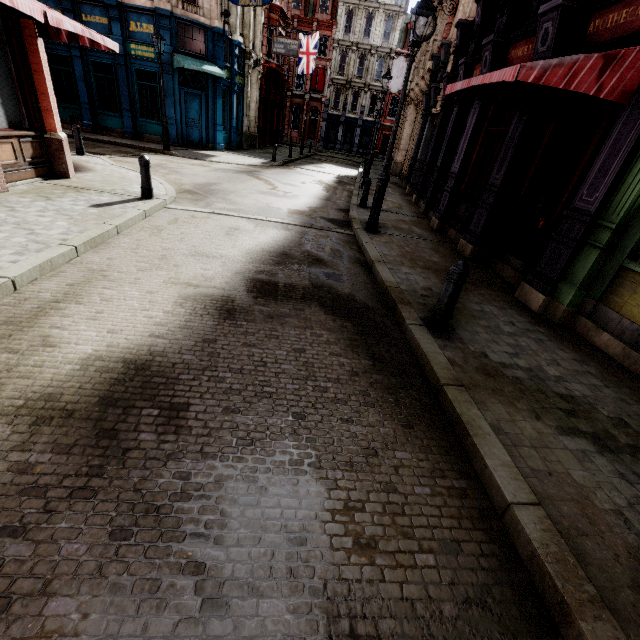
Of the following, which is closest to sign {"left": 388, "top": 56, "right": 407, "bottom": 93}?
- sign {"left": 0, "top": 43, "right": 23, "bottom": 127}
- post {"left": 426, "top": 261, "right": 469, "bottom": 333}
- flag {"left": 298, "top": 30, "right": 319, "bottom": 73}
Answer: flag {"left": 298, "top": 30, "right": 319, "bottom": 73}

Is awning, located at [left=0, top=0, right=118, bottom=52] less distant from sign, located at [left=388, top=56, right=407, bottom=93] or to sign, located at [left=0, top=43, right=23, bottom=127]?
sign, located at [left=0, top=43, right=23, bottom=127]

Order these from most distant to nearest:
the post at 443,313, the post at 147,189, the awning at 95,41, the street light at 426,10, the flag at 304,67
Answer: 1. the flag at 304,67
2. the post at 147,189
3. the street light at 426,10
4. the awning at 95,41
5. the post at 443,313

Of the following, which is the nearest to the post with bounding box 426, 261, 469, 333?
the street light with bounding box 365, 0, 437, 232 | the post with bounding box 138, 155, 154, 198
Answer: the street light with bounding box 365, 0, 437, 232

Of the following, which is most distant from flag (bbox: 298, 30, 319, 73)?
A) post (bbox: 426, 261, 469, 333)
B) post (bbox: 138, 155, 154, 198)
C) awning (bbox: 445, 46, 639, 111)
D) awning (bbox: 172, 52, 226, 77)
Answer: post (bbox: 426, 261, 469, 333)

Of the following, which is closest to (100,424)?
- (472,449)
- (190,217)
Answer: (472,449)

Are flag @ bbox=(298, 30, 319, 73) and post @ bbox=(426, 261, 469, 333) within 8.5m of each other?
no

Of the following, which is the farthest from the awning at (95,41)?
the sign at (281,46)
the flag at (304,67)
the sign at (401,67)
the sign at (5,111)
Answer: the flag at (304,67)
